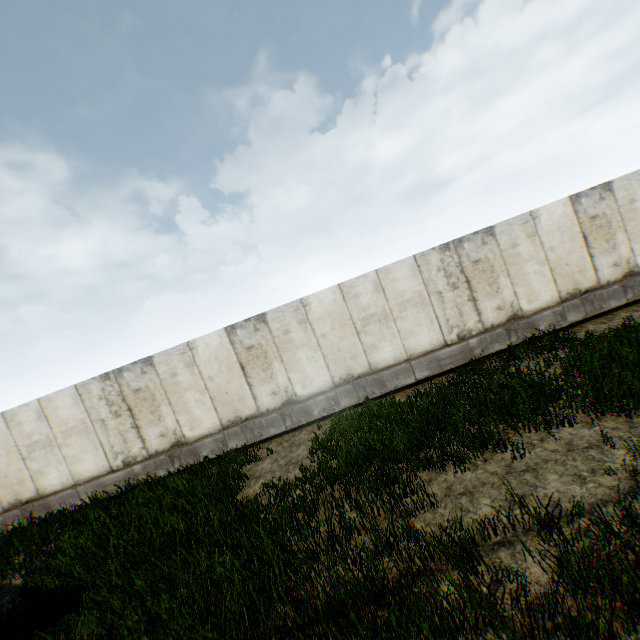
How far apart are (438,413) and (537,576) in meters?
3.7
